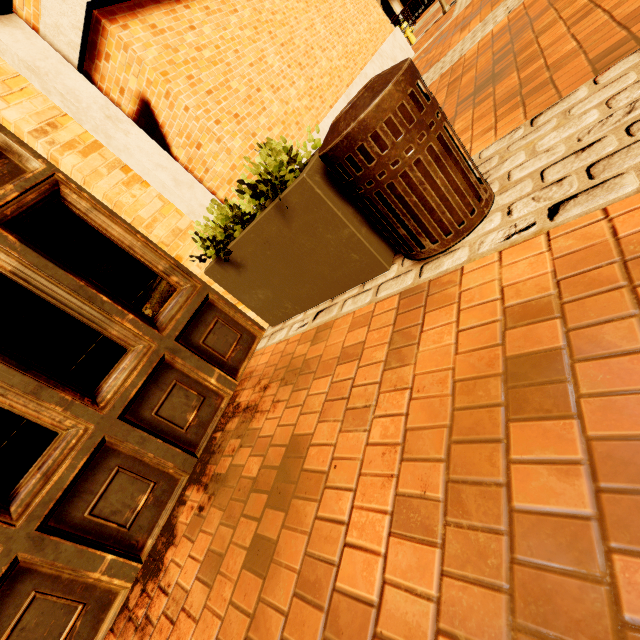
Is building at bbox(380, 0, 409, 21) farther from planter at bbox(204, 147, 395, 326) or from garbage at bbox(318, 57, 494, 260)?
planter at bbox(204, 147, 395, 326)

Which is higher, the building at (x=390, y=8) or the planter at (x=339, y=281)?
the building at (x=390, y=8)

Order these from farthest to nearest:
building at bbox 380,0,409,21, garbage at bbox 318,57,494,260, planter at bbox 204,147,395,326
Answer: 1. building at bbox 380,0,409,21
2. planter at bbox 204,147,395,326
3. garbage at bbox 318,57,494,260

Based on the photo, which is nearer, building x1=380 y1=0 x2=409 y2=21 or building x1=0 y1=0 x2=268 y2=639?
building x1=0 y1=0 x2=268 y2=639

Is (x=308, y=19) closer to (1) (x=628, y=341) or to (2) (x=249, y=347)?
(2) (x=249, y=347)

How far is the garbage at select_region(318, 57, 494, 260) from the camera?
1.5m

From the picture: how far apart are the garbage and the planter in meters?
0.1 m

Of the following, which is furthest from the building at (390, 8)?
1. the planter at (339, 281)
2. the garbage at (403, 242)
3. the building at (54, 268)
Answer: the planter at (339, 281)
